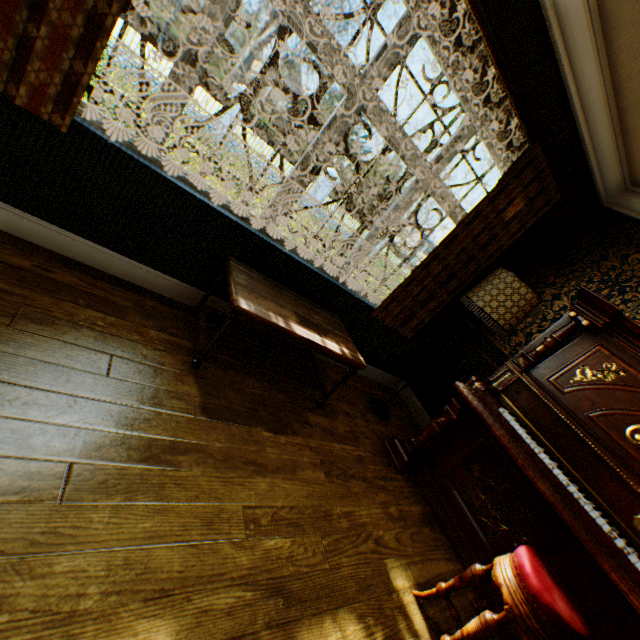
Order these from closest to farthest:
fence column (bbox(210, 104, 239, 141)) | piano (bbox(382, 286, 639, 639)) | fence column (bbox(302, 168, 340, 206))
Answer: piano (bbox(382, 286, 639, 639))
fence column (bbox(210, 104, 239, 141))
fence column (bbox(302, 168, 340, 206))

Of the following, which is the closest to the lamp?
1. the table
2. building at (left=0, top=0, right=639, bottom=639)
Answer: building at (left=0, top=0, right=639, bottom=639)

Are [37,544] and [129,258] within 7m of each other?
yes

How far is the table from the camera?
1.97m

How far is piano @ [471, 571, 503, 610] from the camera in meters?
2.1 m

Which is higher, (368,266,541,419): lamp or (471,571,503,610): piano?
(368,266,541,419): lamp

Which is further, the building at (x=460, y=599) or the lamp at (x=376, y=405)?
the lamp at (x=376, y=405)

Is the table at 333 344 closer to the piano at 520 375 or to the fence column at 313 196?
the piano at 520 375
